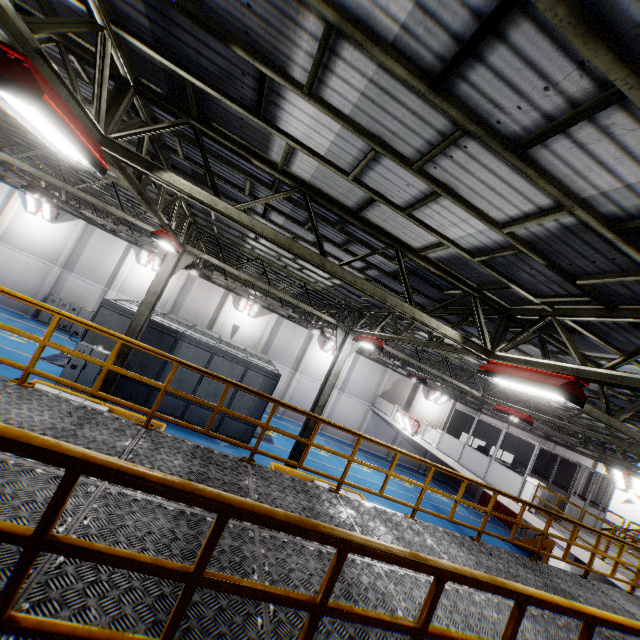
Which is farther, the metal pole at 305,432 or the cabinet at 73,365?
the cabinet at 73,365

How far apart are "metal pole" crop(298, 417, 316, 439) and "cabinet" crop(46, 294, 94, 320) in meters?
19.4

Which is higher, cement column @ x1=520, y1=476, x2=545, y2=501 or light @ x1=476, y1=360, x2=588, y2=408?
light @ x1=476, y1=360, x2=588, y2=408

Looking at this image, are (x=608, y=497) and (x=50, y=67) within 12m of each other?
no

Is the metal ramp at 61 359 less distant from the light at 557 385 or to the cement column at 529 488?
the light at 557 385

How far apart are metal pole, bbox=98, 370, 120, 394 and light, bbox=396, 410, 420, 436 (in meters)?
18.16

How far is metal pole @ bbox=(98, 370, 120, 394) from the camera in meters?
11.1

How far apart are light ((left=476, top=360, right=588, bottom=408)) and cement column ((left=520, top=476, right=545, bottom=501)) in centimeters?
1216cm
